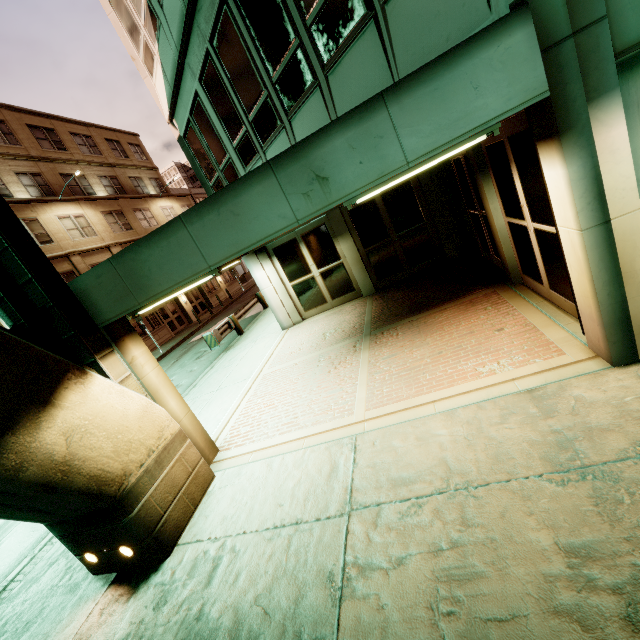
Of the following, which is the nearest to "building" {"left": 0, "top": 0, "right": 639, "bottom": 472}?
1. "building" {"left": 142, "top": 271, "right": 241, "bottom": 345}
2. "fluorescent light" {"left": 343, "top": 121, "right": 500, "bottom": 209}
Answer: "fluorescent light" {"left": 343, "top": 121, "right": 500, "bottom": 209}

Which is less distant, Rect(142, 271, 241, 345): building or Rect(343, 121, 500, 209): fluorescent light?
Rect(343, 121, 500, 209): fluorescent light

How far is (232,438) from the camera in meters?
6.3

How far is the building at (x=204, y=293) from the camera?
24.9 meters

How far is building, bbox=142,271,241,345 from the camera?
24.90m

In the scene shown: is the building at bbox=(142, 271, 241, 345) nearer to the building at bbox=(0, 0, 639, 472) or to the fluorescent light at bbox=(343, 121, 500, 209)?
the building at bbox=(0, 0, 639, 472)

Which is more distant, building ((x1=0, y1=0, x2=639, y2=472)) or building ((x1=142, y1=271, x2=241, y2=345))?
building ((x1=142, y1=271, x2=241, y2=345))

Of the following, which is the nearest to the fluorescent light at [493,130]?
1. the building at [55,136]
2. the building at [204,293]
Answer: the building at [55,136]
